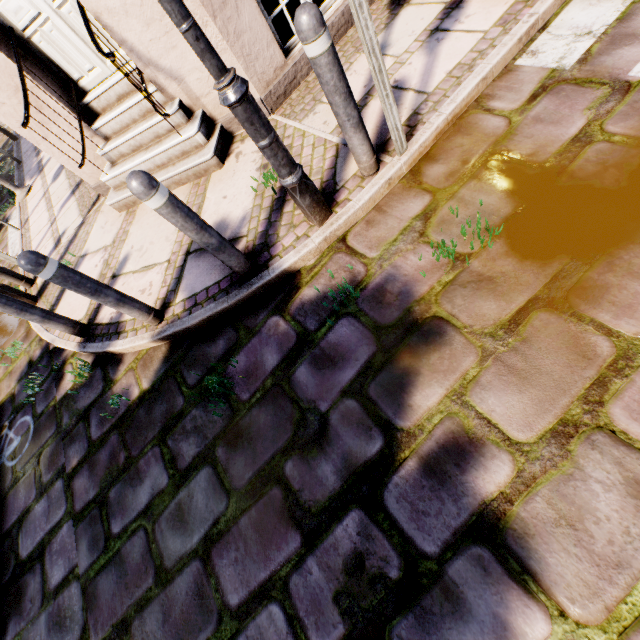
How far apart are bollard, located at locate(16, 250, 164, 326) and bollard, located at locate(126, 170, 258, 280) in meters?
1.0 m

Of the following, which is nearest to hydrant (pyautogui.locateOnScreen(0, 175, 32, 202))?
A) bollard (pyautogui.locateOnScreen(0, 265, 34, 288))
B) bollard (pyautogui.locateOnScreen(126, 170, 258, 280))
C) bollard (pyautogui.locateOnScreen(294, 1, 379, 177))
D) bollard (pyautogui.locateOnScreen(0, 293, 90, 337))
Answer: bollard (pyautogui.locateOnScreen(0, 265, 34, 288))

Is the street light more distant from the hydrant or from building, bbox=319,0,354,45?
the hydrant

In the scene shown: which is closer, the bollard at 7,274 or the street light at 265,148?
the street light at 265,148

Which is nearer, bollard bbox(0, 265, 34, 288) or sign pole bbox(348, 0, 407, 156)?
sign pole bbox(348, 0, 407, 156)

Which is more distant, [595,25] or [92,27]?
[92,27]

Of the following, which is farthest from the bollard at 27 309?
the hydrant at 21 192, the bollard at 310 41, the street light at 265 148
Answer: the hydrant at 21 192

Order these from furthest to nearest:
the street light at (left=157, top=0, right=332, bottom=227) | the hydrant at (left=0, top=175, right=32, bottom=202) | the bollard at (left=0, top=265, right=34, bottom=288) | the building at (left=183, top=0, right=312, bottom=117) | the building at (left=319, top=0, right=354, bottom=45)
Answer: the hydrant at (left=0, top=175, right=32, bottom=202) < the bollard at (left=0, top=265, right=34, bottom=288) < the building at (left=319, top=0, right=354, bottom=45) < the building at (left=183, top=0, right=312, bottom=117) < the street light at (left=157, top=0, right=332, bottom=227)
